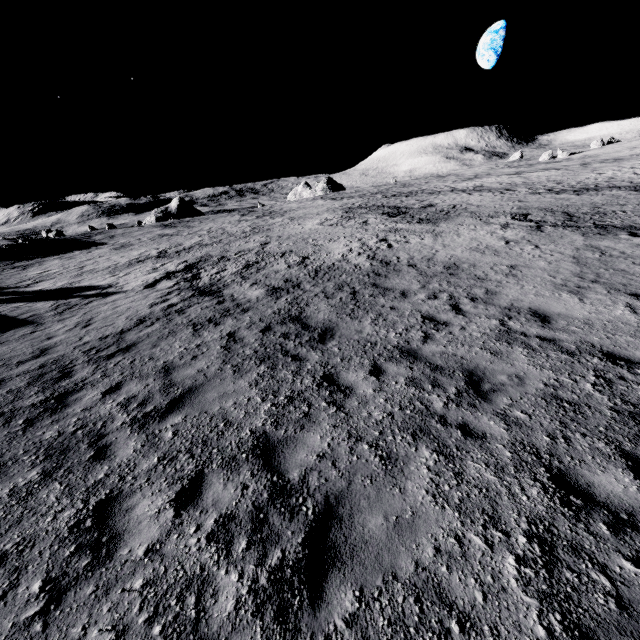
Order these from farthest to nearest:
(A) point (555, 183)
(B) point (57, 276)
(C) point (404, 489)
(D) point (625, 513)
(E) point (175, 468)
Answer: (A) point (555, 183), (B) point (57, 276), (E) point (175, 468), (C) point (404, 489), (D) point (625, 513)
